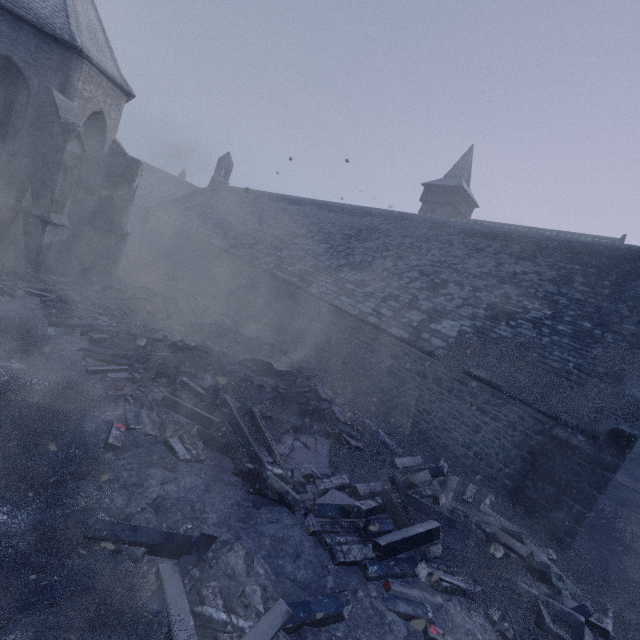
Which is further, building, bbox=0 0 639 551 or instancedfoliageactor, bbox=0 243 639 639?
building, bbox=0 0 639 551

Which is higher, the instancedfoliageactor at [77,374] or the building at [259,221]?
the building at [259,221]

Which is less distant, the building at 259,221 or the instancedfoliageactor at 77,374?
the instancedfoliageactor at 77,374

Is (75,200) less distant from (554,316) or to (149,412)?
(149,412)

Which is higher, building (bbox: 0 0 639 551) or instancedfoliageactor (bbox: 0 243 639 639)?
building (bbox: 0 0 639 551)
